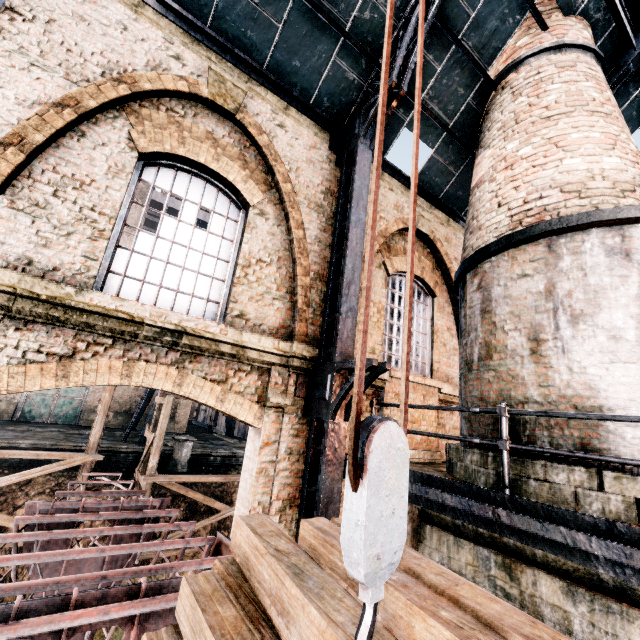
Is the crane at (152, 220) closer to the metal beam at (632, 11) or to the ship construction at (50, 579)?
the ship construction at (50, 579)

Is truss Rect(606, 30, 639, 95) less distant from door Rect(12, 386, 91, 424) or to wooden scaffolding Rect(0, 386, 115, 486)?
wooden scaffolding Rect(0, 386, 115, 486)

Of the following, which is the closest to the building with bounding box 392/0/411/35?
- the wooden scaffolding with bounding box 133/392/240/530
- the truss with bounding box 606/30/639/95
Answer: the truss with bounding box 606/30/639/95

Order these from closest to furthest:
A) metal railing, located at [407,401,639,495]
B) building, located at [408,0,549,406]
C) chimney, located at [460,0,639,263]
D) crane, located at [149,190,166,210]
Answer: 1. metal railing, located at [407,401,639,495]
2. chimney, located at [460,0,639,263]
3. building, located at [408,0,549,406]
4. crane, located at [149,190,166,210]

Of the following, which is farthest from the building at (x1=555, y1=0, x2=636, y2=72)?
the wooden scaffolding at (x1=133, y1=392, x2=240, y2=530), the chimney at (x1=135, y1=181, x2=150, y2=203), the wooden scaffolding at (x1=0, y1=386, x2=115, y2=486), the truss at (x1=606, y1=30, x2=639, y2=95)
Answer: the wooden scaffolding at (x1=0, y1=386, x2=115, y2=486)

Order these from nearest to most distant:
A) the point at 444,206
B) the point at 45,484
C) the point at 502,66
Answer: the point at 502,66, the point at 444,206, the point at 45,484

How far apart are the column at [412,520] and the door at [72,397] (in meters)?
29.74

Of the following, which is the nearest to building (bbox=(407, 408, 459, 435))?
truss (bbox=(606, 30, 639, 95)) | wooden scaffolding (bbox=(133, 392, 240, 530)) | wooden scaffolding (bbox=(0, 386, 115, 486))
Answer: truss (bbox=(606, 30, 639, 95))
